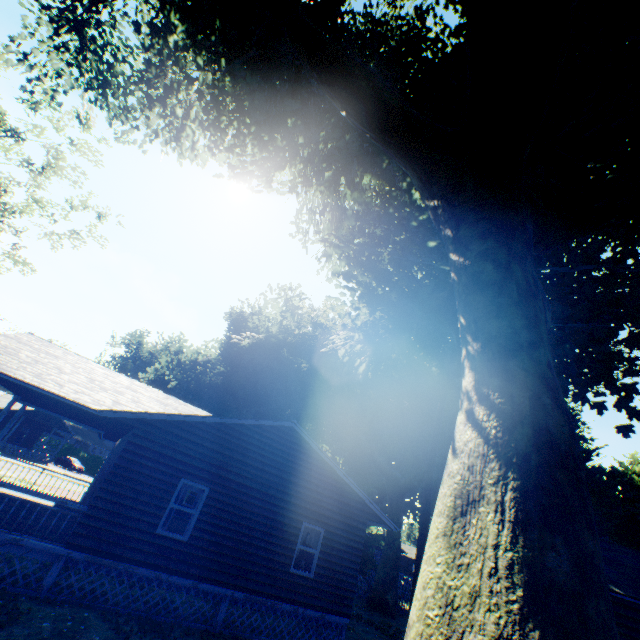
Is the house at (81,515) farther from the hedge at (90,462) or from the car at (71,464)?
the hedge at (90,462)

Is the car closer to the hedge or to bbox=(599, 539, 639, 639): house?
the hedge

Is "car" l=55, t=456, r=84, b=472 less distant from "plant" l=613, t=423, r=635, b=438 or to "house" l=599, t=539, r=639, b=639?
"plant" l=613, t=423, r=635, b=438

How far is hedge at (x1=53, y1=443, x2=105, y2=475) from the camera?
54.91m

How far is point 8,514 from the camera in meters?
8.5 m

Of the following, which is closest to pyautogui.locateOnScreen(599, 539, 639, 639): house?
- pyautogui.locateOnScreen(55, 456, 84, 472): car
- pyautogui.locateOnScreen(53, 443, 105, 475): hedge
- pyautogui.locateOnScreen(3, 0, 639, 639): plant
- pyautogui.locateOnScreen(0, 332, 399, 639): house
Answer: pyautogui.locateOnScreen(3, 0, 639, 639): plant

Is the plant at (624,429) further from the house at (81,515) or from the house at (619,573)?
the house at (619,573)
